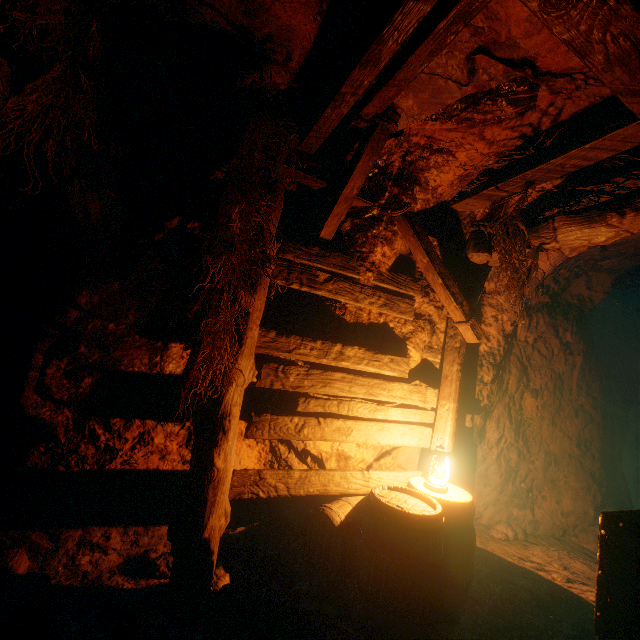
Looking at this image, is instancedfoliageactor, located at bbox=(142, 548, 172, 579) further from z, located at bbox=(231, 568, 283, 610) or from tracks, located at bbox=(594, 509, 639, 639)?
tracks, located at bbox=(594, 509, 639, 639)

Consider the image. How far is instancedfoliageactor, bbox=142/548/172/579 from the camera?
2.78m

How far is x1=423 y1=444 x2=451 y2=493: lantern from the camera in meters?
3.2

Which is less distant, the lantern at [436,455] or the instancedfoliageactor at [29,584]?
the instancedfoliageactor at [29,584]

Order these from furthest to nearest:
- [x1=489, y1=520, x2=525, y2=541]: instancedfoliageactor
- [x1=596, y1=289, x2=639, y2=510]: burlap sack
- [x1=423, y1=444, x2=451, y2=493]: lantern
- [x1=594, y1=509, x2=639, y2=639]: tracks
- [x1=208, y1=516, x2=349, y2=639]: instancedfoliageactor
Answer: [x1=596, y1=289, x2=639, y2=510]: burlap sack
[x1=489, y1=520, x2=525, y2=541]: instancedfoliageactor
[x1=423, y1=444, x2=451, y2=493]: lantern
[x1=208, y1=516, x2=349, y2=639]: instancedfoliageactor
[x1=594, y1=509, x2=639, y2=639]: tracks

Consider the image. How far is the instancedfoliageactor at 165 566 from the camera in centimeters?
278cm

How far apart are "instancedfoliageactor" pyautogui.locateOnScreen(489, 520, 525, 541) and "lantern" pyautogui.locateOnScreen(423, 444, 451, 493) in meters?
2.4 m

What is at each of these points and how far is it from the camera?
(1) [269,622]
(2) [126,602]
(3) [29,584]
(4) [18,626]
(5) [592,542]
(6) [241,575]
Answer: (1) instancedfoliageactor, 2.38m
(2) instancedfoliageactor, 2.32m
(3) instancedfoliageactor, 2.39m
(4) instancedfoliageactor, 1.93m
(5) burlap sack, 4.92m
(6) z, 2.98m
